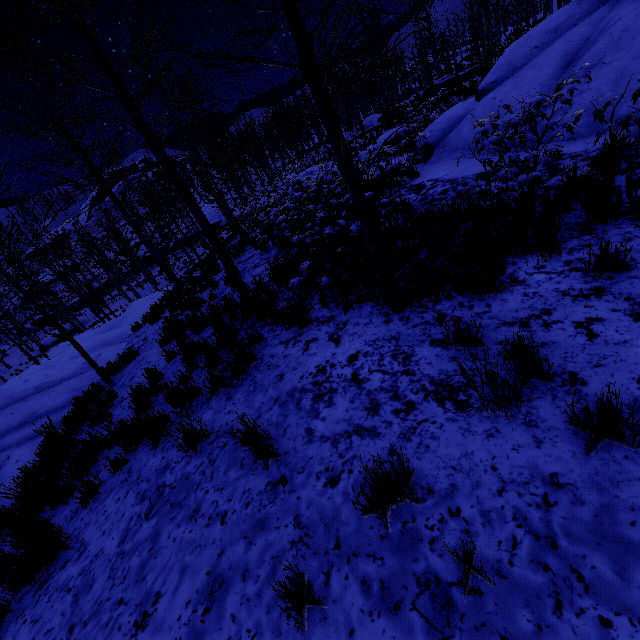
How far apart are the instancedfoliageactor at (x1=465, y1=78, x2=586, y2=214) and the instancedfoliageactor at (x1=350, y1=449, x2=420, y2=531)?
4.16m

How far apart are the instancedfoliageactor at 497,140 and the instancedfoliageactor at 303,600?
5.05m

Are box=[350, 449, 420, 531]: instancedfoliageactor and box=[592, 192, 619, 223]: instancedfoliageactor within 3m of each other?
no

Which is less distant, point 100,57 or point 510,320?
point 510,320

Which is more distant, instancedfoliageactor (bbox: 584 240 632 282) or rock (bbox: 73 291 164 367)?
rock (bbox: 73 291 164 367)

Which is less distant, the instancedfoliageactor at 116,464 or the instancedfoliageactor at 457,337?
the instancedfoliageactor at 457,337

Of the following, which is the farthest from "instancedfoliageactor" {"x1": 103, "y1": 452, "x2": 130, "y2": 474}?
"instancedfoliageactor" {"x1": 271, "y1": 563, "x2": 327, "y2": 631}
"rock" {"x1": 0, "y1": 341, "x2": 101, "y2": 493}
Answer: "rock" {"x1": 0, "y1": 341, "x2": 101, "y2": 493}

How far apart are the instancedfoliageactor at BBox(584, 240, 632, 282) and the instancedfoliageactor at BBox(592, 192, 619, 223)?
0.9m
